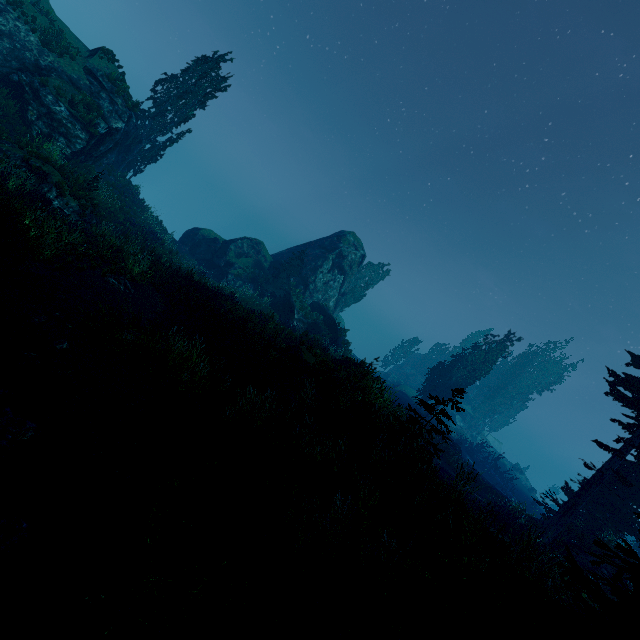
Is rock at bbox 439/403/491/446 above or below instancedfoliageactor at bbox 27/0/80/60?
below

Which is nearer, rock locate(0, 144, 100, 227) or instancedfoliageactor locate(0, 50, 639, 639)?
instancedfoliageactor locate(0, 50, 639, 639)

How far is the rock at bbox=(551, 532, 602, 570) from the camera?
16.44m

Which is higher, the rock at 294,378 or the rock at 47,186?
the rock at 294,378

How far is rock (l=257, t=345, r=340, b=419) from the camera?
11.34m

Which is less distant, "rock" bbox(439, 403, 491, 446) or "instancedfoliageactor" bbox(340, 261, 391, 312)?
"instancedfoliageactor" bbox(340, 261, 391, 312)

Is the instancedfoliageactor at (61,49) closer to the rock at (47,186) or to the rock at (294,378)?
the rock at (294,378)

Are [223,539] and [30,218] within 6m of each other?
no
